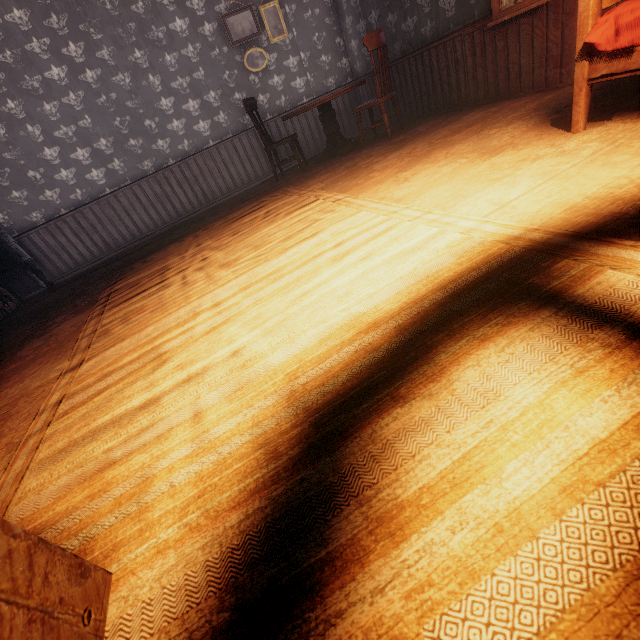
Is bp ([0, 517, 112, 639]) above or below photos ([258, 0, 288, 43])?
below

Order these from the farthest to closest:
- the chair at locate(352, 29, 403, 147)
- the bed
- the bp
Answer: the chair at locate(352, 29, 403, 147) → the bed → the bp

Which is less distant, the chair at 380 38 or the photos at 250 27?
the chair at 380 38

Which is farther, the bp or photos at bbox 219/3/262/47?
photos at bbox 219/3/262/47

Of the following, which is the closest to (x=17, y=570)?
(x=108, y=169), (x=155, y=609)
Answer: (x=155, y=609)

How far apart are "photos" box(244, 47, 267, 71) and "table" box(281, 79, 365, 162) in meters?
1.6 m

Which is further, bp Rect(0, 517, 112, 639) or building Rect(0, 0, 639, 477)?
building Rect(0, 0, 639, 477)

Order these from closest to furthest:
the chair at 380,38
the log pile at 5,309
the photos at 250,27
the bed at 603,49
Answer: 1. the bed at 603,49
2. the chair at 380,38
3. the log pile at 5,309
4. the photos at 250,27
